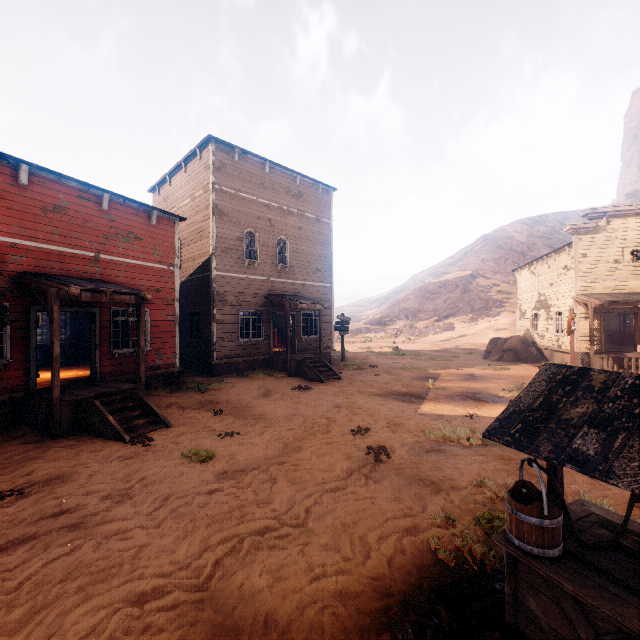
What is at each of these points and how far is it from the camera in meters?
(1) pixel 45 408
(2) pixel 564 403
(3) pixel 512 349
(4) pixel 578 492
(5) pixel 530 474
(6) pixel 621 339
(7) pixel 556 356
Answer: (1) building, 8.0 m
(2) well, 2.7 m
(3) instancedfoliageactor, 21.7 m
(4) z, 5.2 m
(5) z, 5.8 m
(6) table, 22.0 m
(7) building, 20.6 m

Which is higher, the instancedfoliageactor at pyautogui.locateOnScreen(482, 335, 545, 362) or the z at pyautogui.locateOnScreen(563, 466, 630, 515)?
the instancedfoliageactor at pyautogui.locateOnScreen(482, 335, 545, 362)

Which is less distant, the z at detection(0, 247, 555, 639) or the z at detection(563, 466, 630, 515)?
the z at detection(0, 247, 555, 639)

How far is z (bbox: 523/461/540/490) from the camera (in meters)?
5.46

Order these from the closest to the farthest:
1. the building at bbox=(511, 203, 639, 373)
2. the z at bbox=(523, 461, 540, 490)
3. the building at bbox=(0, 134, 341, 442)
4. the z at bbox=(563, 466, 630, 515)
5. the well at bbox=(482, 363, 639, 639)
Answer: the well at bbox=(482, 363, 639, 639)
the z at bbox=(563, 466, 630, 515)
the z at bbox=(523, 461, 540, 490)
the building at bbox=(0, 134, 341, 442)
the building at bbox=(511, 203, 639, 373)

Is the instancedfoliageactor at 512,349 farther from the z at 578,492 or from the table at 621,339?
the table at 621,339

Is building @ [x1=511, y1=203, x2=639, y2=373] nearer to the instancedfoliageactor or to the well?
the instancedfoliageactor

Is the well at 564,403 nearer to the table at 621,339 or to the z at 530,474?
the z at 530,474
